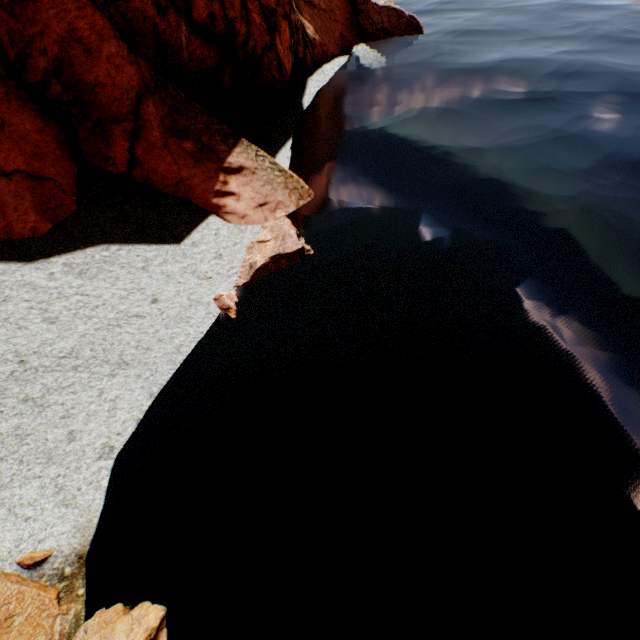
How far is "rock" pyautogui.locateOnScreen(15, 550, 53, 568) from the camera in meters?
5.5

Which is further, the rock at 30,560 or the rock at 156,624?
the rock at 30,560

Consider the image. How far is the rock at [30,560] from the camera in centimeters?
554cm

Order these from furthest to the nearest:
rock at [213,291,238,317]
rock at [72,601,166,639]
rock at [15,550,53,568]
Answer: rock at [213,291,238,317] → rock at [15,550,53,568] → rock at [72,601,166,639]

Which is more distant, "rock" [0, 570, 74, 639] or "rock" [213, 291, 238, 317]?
"rock" [213, 291, 238, 317]

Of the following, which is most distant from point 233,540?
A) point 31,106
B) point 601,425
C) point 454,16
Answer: point 454,16
